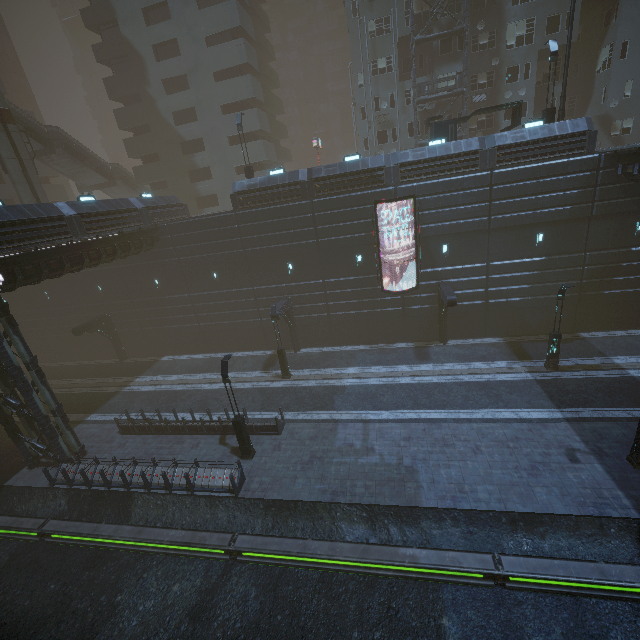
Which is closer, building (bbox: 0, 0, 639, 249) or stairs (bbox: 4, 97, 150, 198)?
building (bbox: 0, 0, 639, 249)

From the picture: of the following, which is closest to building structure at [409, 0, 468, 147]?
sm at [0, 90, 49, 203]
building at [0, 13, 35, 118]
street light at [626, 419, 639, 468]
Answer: street light at [626, 419, 639, 468]

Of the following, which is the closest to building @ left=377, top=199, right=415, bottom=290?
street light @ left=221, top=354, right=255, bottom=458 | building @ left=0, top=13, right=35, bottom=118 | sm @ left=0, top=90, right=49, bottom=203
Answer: street light @ left=221, top=354, right=255, bottom=458

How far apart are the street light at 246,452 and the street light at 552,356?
18.0 meters

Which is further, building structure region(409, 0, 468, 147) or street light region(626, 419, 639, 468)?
building structure region(409, 0, 468, 147)

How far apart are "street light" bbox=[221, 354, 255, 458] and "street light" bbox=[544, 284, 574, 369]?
18.0m

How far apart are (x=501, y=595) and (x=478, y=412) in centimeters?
829cm

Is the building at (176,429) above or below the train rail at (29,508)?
above
